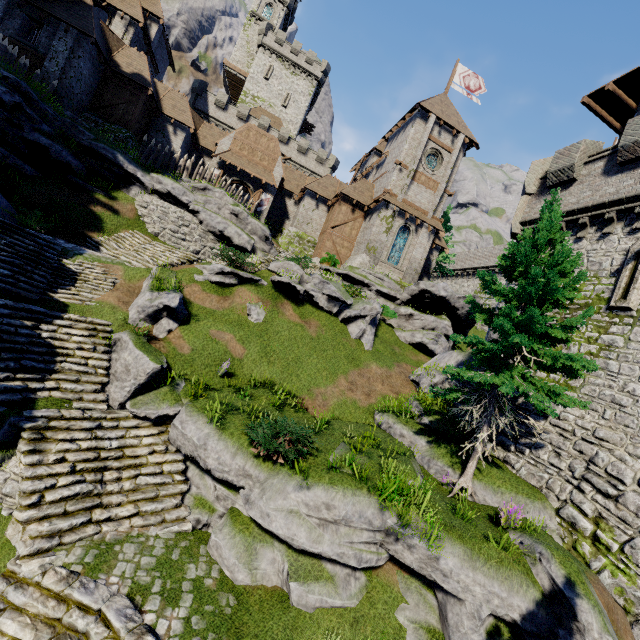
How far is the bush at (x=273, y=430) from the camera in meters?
8.7 m

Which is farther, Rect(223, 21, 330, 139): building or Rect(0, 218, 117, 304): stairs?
Rect(223, 21, 330, 139): building

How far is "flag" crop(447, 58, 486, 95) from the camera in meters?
32.7

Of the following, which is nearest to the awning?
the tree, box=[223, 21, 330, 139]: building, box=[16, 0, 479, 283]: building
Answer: box=[16, 0, 479, 283]: building

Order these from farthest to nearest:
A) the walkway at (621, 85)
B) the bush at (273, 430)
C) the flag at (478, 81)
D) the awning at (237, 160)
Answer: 1. the flag at (478, 81)
2. the awning at (237, 160)
3. the walkway at (621, 85)
4. the bush at (273, 430)

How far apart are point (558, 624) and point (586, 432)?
6.5m

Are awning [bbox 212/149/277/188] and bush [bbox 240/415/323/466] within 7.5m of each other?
no

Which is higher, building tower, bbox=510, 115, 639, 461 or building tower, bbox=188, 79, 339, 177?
building tower, bbox=188, 79, 339, 177
